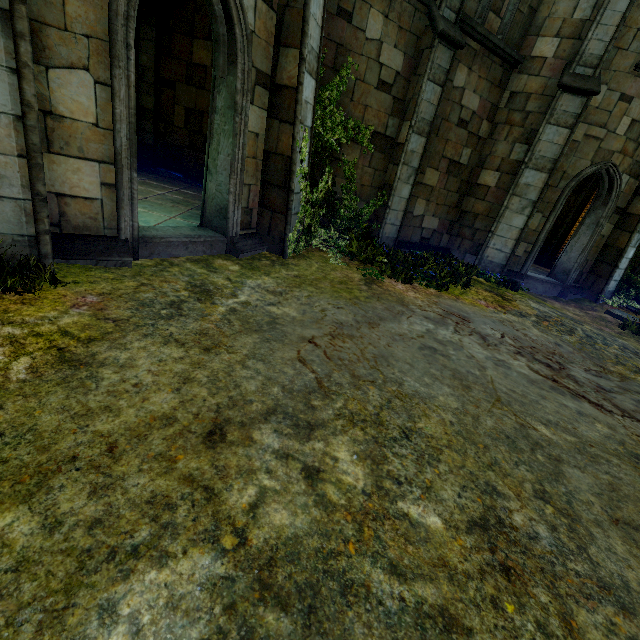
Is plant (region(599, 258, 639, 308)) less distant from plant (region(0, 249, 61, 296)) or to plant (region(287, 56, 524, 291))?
plant (region(287, 56, 524, 291))

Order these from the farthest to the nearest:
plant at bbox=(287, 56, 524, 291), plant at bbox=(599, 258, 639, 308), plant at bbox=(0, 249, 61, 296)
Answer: plant at bbox=(599, 258, 639, 308), plant at bbox=(287, 56, 524, 291), plant at bbox=(0, 249, 61, 296)

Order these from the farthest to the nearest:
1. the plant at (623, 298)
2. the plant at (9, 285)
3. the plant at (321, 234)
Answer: the plant at (623, 298), the plant at (321, 234), the plant at (9, 285)

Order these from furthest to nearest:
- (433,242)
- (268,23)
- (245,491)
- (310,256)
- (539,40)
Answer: (433,242), (539,40), (310,256), (268,23), (245,491)

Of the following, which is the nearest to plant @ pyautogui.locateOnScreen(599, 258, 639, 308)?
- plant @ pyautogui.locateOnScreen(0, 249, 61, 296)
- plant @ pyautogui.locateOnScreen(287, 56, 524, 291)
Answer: plant @ pyautogui.locateOnScreen(287, 56, 524, 291)

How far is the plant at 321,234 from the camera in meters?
6.7 m

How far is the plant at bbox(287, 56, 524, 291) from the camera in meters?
6.7
